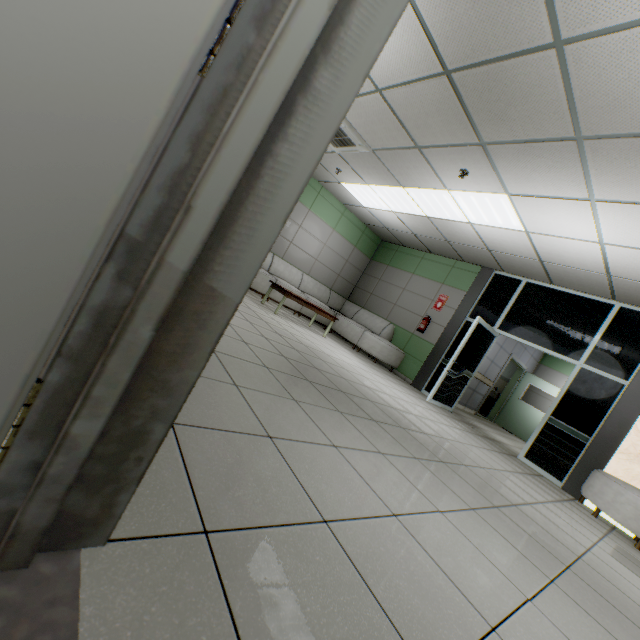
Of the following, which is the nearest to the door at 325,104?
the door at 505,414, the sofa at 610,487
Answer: the sofa at 610,487

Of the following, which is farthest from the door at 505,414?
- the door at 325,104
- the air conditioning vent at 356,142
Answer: the door at 325,104

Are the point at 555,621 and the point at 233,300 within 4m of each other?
yes

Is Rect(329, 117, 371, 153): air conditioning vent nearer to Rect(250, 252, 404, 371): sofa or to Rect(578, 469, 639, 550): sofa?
Rect(250, 252, 404, 371): sofa

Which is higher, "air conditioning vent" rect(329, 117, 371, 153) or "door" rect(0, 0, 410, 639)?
"air conditioning vent" rect(329, 117, 371, 153)

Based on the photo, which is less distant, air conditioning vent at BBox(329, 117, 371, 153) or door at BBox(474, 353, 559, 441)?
air conditioning vent at BBox(329, 117, 371, 153)

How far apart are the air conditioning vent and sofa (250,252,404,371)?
2.8m

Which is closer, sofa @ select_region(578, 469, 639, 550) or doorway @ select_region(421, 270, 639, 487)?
sofa @ select_region(578, 469, 639, 550)
